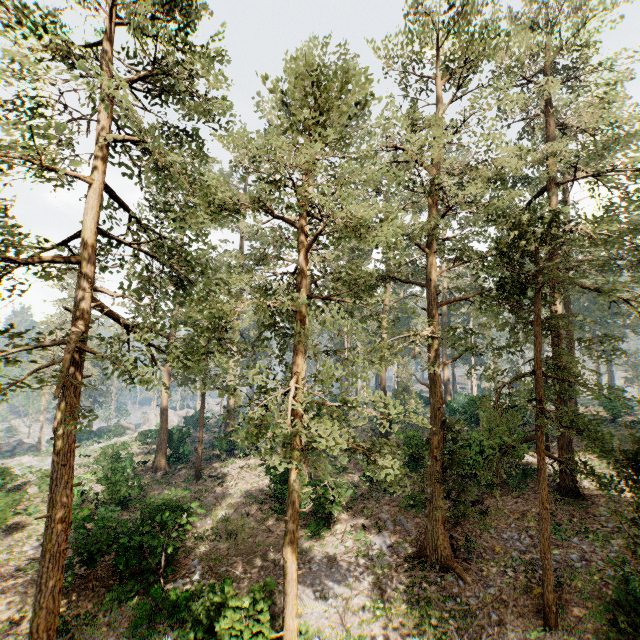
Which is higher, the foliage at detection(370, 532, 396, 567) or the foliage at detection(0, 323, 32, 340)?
the foliage at detection(0, 323, 32, 340)

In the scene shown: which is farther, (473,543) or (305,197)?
(473,543)

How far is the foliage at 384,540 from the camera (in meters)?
14.74

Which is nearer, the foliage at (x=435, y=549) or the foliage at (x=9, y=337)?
the foliage at (x=435, y=549)

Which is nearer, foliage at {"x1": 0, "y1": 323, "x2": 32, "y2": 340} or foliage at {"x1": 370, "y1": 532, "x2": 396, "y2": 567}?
foliage at {"x1": 0, "y1": 323, "x2": 32, "y2": 340}

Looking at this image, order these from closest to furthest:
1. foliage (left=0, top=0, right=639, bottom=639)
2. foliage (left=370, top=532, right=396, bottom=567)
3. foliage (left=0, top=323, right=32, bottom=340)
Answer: foliage (left=0, top=0, right=639, bottom=639)
foliage (left=0, top=323, right=32, bottom=340)
foliage (left=370, top=532, right=396, bottom=567)
